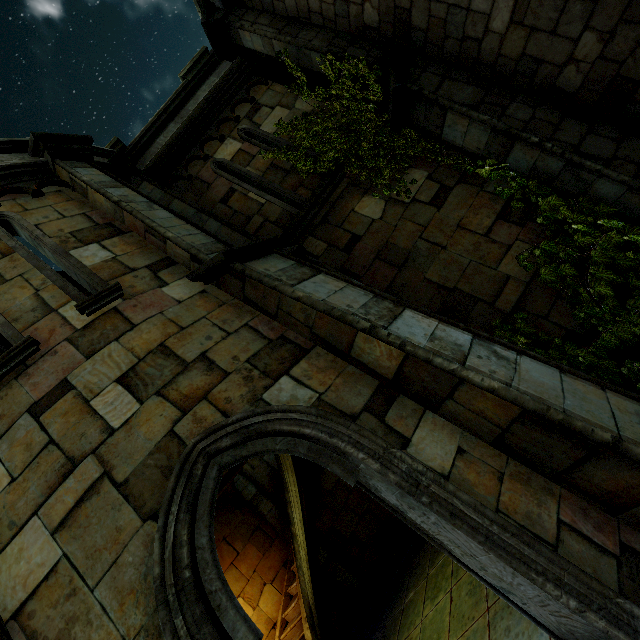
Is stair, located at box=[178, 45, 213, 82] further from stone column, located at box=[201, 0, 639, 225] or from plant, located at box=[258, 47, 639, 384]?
plant, located at box=[258, 47, 639, 384]

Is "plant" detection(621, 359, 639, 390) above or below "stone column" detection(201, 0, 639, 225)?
below

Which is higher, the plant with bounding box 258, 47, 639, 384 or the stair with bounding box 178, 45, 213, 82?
the stair with bounding box 178, 45, 213, 82

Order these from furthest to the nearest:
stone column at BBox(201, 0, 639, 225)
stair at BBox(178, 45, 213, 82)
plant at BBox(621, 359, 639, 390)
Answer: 1. stair at BBox(178, 45, 213, 82)
2. stone column at BBox(201, 0, 639, 225)
3. plant at BBox(621, 359, 639, 390)

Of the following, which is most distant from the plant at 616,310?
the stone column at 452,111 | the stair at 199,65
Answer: the stair at 199,65

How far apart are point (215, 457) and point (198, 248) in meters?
2.8

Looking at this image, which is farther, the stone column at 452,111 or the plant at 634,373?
the stone column at 452,111

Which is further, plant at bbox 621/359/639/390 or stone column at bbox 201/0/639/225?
stone column at bbox 201/0/639/225
